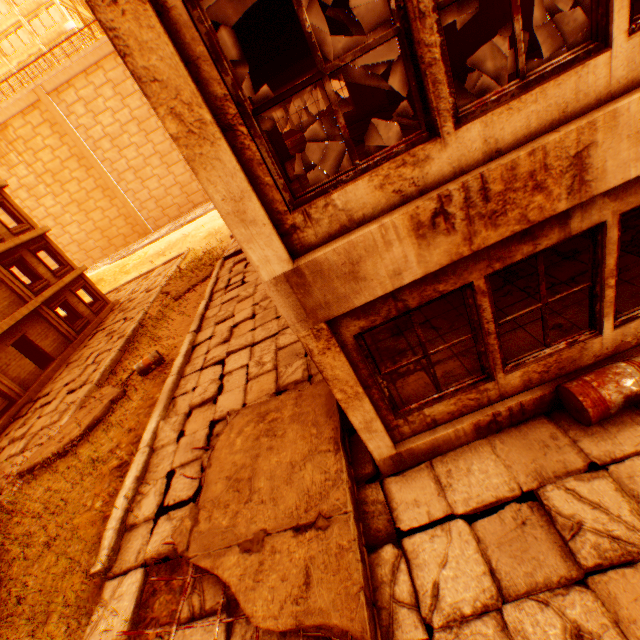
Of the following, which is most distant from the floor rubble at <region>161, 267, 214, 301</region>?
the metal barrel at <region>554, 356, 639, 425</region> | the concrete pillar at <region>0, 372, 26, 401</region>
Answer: the metal barrel at <region>554, 356, 639, 425</region>

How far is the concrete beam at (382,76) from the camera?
10.12m

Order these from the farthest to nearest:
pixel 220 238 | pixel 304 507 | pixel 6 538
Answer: pixel 220 238 → pixel 6 538 → pixel 304 507

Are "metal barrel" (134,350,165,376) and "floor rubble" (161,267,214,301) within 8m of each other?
yes

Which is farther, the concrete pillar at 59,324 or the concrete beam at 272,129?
the concrete pillar at 59,324

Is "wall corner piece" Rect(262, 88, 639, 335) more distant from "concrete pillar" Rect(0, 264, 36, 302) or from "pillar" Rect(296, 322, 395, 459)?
"concrete pillar" Rect(0, 264, 36, 302)

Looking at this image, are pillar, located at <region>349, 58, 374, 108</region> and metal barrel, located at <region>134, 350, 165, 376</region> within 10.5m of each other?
no

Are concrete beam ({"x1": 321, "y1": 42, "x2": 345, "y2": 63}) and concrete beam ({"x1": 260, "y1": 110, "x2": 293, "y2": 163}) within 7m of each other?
yes
